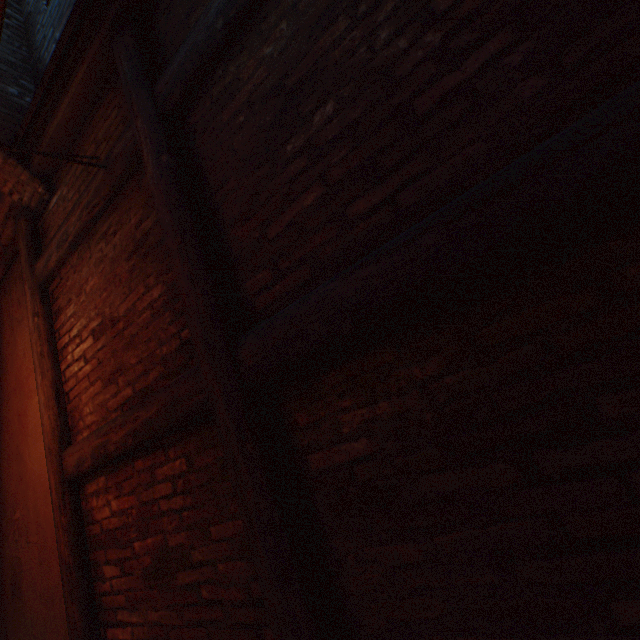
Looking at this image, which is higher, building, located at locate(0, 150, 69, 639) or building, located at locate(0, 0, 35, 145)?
building, located at locate(0, 0, 35, 145)

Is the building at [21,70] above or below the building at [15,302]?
above

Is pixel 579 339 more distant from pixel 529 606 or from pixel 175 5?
pixel 175 5
